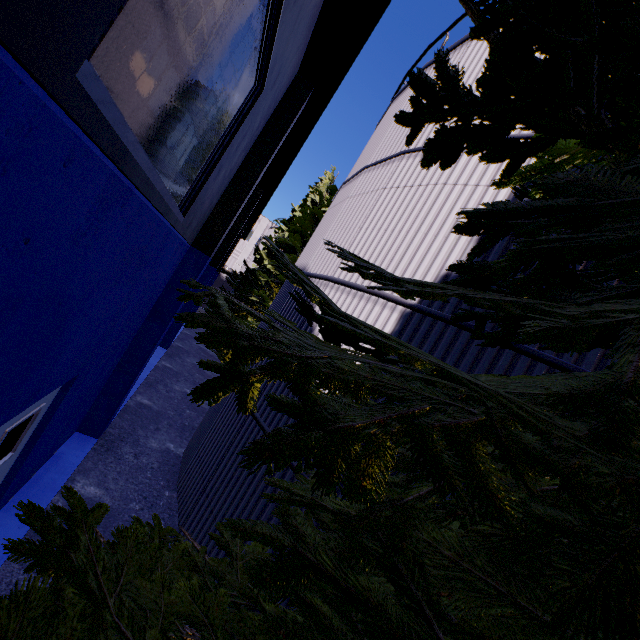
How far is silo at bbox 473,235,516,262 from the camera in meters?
4.4 m

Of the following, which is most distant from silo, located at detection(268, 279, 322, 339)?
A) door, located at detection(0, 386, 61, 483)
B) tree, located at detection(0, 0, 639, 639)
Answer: door, located at detection(0, 386, 61, 483)

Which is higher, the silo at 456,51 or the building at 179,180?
the silo at 456,51

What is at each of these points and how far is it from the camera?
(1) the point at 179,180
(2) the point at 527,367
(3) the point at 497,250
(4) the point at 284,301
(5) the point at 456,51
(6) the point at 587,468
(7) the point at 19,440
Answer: (1) building, 4.32m
(2) silo, 3.85m
(3) silo, 4.47m
(4) silo, 8.00m
(5) silo, 7.15m
(6) tree, 1.42m
(7) door, 4.20m

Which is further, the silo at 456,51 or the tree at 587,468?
the silo at 456,51

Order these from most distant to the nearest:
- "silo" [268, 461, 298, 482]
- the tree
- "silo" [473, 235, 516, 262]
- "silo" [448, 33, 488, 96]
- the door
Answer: "silo" [448, 33, 488, 96] → "silo" [268, 461, 298, 482] → "silo" [473, 235, 516, 262] → the door → the tree
